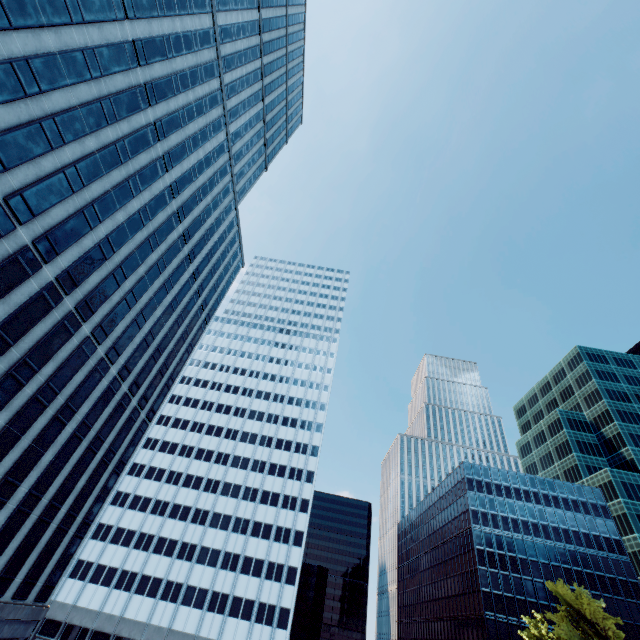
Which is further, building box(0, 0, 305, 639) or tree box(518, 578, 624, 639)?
tree box(518, 578, 624, 639)

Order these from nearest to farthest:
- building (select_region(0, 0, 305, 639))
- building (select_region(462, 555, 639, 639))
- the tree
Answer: building (select_region(0, 0, 305, 639))
the tree
building (select_region(462, 555, 639, 639))

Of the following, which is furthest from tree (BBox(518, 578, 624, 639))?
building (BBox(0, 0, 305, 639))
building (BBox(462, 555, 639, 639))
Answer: building (BBox(462, 555, 639, 639))

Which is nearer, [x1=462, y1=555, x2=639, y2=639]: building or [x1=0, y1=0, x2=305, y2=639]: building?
[x1=0, y1=0, x2=305, y2=639]: building

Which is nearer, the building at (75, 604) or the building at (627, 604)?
the building at (75, 604)

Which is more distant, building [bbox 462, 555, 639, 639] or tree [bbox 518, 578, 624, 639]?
building [bbox 462, 555, 639, 639]

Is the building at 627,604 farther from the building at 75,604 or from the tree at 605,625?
the building at 75,604

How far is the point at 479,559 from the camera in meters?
59.7 m
